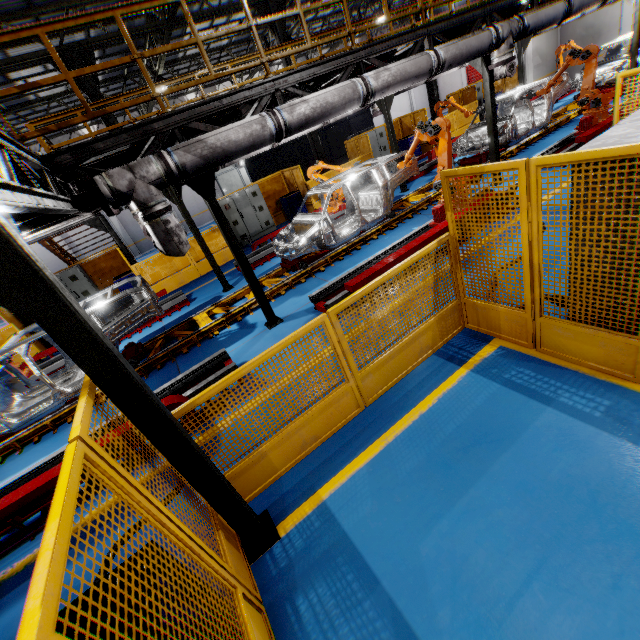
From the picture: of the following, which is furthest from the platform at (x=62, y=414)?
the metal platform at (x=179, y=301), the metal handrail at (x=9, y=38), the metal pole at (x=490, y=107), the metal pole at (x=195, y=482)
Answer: the metal pole at (x=195, y=482)

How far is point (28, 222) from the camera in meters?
4.6

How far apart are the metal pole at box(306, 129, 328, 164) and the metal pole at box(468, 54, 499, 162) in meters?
7.8

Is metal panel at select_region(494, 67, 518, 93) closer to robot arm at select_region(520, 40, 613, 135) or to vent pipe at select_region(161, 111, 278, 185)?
robot arm at select_region(520, 40, 613, 135)

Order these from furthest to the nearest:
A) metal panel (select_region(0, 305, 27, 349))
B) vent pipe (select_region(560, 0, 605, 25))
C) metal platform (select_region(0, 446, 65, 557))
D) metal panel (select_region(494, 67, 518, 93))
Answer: metal panel (select_region(494, 67, 518, 93)) → metal panel (select_region(0, 305, 27, 349)) → vent pipe (select_region(560, 0, 605, 25)) → metal platform (select_region(0, 446, 65, 557))

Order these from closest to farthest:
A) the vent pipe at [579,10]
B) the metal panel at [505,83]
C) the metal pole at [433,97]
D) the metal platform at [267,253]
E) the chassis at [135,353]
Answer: the chassis at [135,353] < the vent pipe at [579,10] < the metal platform at [267,253] < the metal pole at [433,97] < the metal panel at [505,83]

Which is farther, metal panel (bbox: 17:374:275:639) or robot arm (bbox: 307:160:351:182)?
robot arm (bbox: 307:160:351:182)

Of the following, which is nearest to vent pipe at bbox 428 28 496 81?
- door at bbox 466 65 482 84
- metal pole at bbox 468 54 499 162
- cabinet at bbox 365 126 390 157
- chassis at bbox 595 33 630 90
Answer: metal pole at bbox 468 54 499 162
